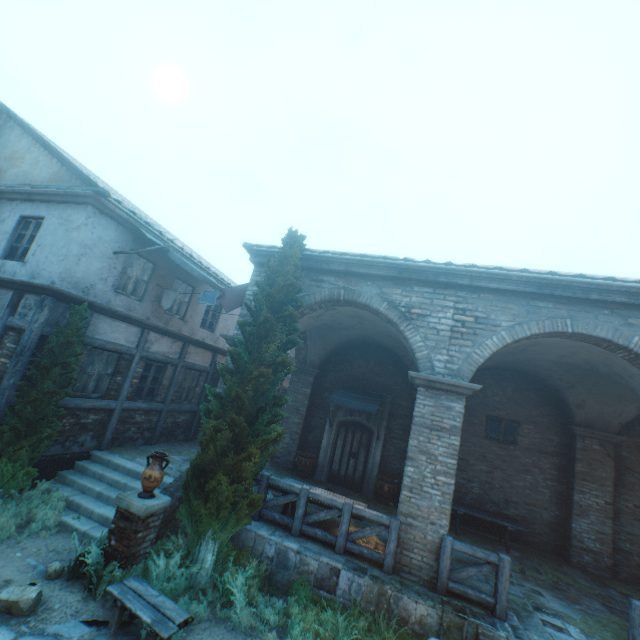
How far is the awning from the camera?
10.8 meters

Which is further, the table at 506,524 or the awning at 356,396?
the awning at 356,396

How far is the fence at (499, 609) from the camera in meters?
5.8 m

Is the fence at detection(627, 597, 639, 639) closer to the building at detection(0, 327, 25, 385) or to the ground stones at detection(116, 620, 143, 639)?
the ground stones at detection(116, 620, 143, 639)

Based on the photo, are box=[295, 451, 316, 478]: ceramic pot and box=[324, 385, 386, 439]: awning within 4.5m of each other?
yes

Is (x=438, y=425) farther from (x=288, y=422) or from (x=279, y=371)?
(x=288, y=422)

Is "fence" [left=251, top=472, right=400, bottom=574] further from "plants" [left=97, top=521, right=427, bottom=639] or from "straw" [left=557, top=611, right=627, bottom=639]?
"straw" [left=557, top=611, right=627, bottom=639]

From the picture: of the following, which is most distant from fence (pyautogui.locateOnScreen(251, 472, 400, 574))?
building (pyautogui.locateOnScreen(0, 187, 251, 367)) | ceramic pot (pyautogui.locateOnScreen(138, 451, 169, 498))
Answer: building (pyautogui.locateOnScreen(0, 187, 251, 367))
